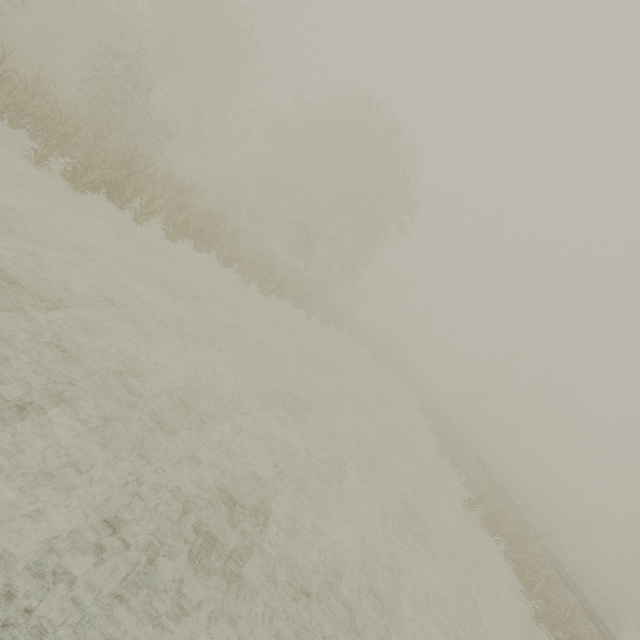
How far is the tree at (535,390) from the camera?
45.22m

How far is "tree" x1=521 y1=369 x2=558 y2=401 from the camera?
45.22m

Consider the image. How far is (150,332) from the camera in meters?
8.0
